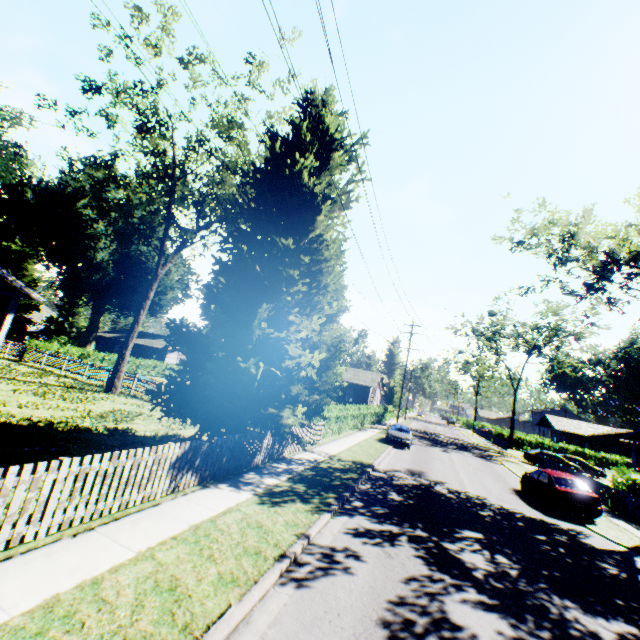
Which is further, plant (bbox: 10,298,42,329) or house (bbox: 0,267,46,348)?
plant (bbox: 10,298,42,329)

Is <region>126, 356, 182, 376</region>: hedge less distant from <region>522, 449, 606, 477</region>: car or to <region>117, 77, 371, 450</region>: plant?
<region>117, 77, 371, 450</region>: plant

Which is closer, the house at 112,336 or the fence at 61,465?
the fence at 61,465

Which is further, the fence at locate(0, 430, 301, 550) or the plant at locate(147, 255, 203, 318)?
the plant at locate(147, 255, 203, 318)

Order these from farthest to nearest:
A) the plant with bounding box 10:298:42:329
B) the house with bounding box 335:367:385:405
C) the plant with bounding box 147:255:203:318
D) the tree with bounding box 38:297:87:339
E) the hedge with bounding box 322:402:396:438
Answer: the tree with bounding box 38:297:87:339 → the plant with bounding box 10:298:42:329 → the house with bounding box 335:367:385:405 → the plant with bounding box 147:255:203:318 → the hedge with bounding box 322:402:396:438

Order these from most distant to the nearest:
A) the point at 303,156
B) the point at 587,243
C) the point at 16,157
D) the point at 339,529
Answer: the point at 16,157, the point at 587,243, the point at 303,156, the point at 339,529

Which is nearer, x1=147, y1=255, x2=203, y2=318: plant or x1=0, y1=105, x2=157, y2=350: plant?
x1=0, y1=105, x2=157, y2=350: plant

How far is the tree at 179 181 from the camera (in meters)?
17.34
